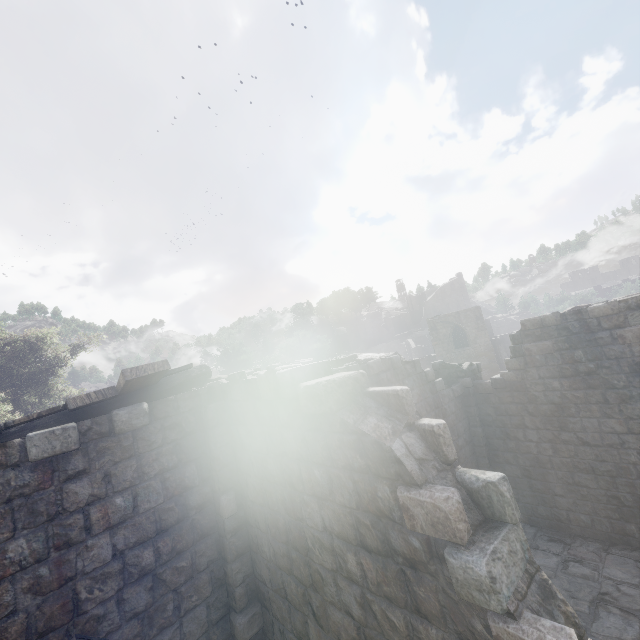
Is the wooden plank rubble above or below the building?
above

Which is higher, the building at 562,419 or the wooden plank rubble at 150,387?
the wooden plank rubble at 150,387

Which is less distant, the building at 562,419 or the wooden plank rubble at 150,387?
the building at 562,419

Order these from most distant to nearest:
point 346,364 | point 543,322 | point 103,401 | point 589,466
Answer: point 346,364 → point 543,322 → point 589,466 → point 103,401

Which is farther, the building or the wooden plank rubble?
the wooden plank rubble
